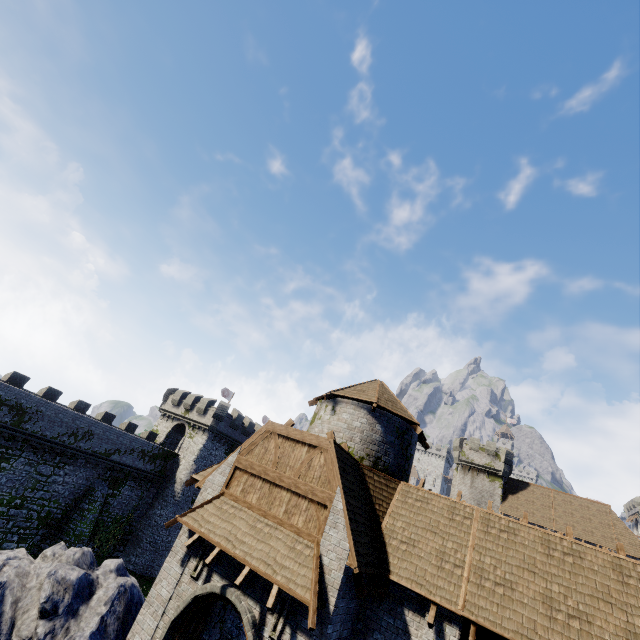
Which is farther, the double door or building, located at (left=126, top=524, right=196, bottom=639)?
building, located at (left=126, top=524, right=196, bottom=639)

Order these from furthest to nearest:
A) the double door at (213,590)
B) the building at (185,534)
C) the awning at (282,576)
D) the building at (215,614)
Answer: the building at (215,614)
the building at (185,534)
the double door at (213,590)
the awning at (282,576)

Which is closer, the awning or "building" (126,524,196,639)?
the awning

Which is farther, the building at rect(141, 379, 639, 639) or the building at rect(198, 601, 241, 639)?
the building at rect(198, 601, 241, 639)

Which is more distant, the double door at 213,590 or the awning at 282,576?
the double door at 213,590

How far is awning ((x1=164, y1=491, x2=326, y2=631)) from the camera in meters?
8.7 m

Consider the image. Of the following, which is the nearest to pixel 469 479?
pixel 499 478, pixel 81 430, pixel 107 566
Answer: pixel 499 478

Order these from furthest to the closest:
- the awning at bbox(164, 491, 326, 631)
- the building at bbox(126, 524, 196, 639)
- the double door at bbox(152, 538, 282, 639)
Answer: the building at bbox(126, 524, 196, 639) → the double door at bbox(152, 538, 282, 639) → the awning at bbox(164, 491, 326, 631)
